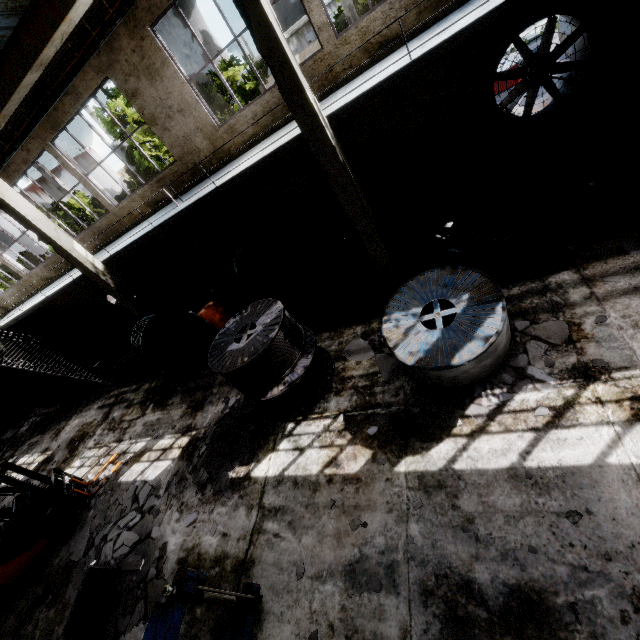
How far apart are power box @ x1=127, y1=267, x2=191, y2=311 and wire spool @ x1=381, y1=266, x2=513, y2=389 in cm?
1168

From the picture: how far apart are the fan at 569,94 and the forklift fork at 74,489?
14.5 meters

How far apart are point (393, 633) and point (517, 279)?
6.15m

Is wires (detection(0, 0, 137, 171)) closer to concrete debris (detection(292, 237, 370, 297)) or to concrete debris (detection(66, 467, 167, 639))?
concrete debris (detection(292, 237, 370, 297))

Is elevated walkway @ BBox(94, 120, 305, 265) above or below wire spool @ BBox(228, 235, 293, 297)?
above

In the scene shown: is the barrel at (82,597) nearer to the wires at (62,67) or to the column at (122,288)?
the column at (122,288)

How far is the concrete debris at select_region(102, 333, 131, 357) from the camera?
16.02m

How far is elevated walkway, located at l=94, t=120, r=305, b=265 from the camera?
7.61m
